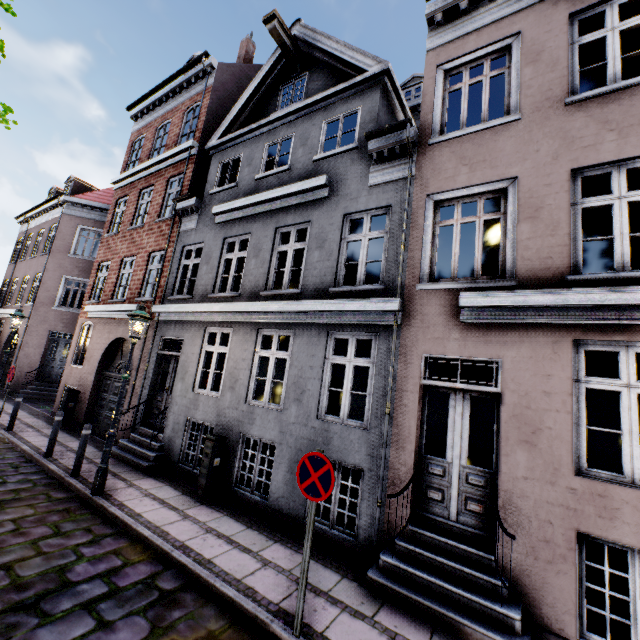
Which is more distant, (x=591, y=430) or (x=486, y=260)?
(x=486, y=260)

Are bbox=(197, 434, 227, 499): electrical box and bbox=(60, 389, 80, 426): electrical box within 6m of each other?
no

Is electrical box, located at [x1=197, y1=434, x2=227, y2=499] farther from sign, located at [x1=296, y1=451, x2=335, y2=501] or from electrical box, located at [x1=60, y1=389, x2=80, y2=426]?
electrical box, located at [x1=60, y1=389, x2=80, y2=426]

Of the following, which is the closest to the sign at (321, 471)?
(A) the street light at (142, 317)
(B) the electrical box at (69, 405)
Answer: (A) the street light at (142, 317)

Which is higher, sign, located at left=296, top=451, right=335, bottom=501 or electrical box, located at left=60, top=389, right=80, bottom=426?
sign, located at left=296, top=451, right=335, bottom=501

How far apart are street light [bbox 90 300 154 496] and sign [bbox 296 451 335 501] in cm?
469

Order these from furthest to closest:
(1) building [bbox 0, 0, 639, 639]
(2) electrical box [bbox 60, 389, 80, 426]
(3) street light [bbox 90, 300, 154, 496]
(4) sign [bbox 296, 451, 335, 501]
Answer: (2) electrical box [bbox 60, 389, 80, 426] < (3) street light [bbox 90, 300, 154, 496] < (1) building [bbox 0, 0, 639, 639] < (4) sign [bbox 296, 451, 335, 501]

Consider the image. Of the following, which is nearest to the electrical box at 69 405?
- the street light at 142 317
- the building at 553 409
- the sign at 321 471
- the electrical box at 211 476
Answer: the building at 553 409
